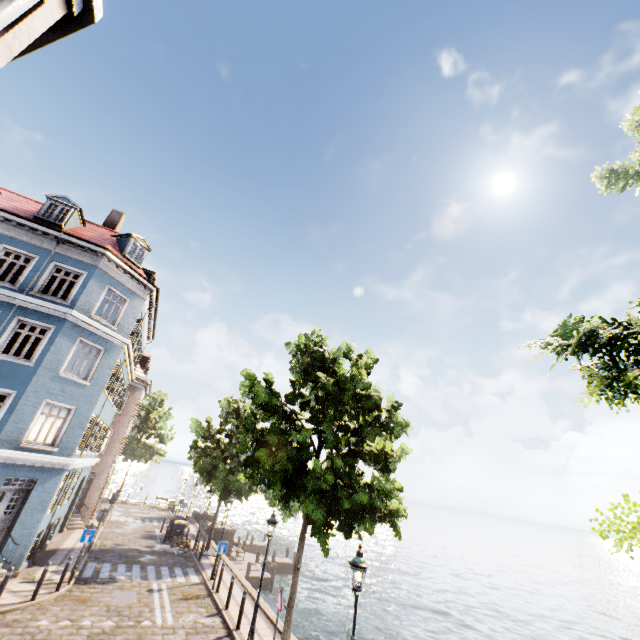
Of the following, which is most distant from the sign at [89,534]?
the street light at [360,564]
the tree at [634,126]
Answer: the street light at [360,564]

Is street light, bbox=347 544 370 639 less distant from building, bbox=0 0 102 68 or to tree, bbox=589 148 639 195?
tree, bbox=589 148 639 195

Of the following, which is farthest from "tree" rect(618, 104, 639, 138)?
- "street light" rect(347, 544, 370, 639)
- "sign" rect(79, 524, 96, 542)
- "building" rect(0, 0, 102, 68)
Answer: "sign" rect(79, 524, 96, 542)

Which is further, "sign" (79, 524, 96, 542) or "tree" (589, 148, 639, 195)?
"sign" (79, 524, 96, 542)

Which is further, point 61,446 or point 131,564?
A: point 131,564

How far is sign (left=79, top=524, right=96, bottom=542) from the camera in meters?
13.5 m

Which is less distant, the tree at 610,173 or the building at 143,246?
the tree at 610,173
